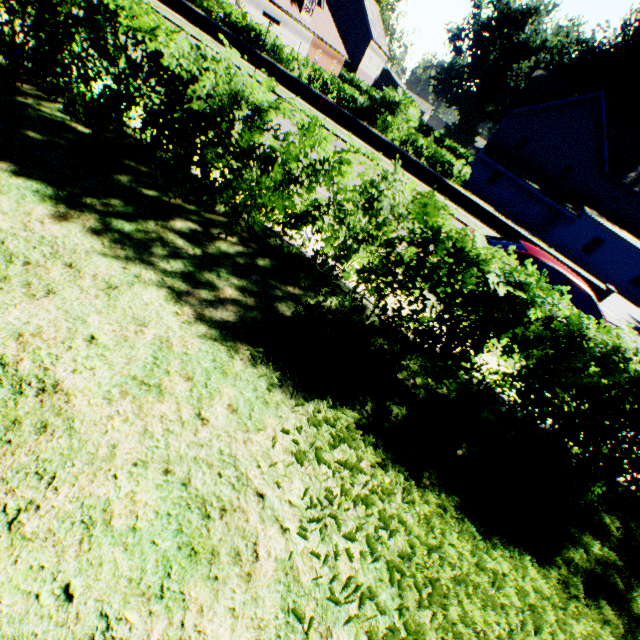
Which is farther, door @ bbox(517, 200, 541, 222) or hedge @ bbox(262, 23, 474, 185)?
door @ bbox(517, 200, 541, 222)

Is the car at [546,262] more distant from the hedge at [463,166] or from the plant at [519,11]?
the plant at [519,11]

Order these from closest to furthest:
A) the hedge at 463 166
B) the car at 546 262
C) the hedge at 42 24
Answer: the hedge at 42 24
the car at 546 262
the hedge at 463 166

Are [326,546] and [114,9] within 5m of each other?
no

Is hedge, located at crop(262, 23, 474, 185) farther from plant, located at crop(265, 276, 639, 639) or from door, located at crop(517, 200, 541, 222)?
door, located at crop(517, 200, 541, 222)

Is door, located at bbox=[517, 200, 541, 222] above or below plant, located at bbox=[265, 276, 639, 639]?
above

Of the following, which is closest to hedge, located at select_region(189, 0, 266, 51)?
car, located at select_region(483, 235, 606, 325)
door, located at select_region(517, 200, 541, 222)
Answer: car, located at select_region(483, 235, 606, 325)

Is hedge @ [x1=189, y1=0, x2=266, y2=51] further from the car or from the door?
the door
